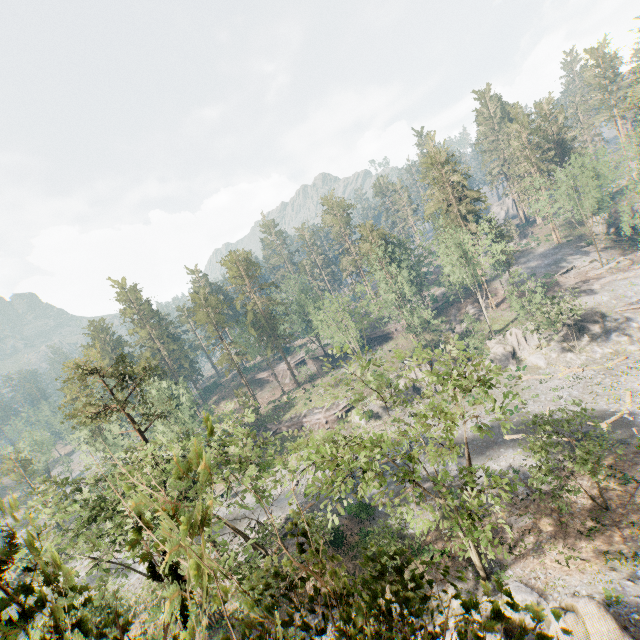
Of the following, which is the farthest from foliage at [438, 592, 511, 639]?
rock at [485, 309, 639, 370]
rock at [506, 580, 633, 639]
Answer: rock at [506, 580, 633, 639]

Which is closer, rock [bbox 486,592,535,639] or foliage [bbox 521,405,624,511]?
rock [bbox 486,592,535,639]

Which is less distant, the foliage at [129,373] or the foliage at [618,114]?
the foliage at [129,373]

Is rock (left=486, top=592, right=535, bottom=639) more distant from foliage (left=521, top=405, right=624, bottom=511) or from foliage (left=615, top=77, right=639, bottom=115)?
foliage (left=615, top=77, right=639, bottom=115)

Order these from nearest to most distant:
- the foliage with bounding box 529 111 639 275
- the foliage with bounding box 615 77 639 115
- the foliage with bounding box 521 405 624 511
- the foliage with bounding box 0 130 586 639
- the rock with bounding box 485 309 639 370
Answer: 1. the foliage with bounding box 0 130 586 639
2. the foliage with bounding box 521 405 624 511
3. the rock with bounding box 485 309 639 370
4. the foliage with bounding box 529 111 639 275
5. the foliage with bounding box 615 77 639 115

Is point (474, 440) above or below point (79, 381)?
below

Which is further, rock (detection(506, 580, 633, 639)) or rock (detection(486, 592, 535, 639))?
rock (detection(486, 592, 535, 639))

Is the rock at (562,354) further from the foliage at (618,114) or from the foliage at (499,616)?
the foliage at (618,114)
